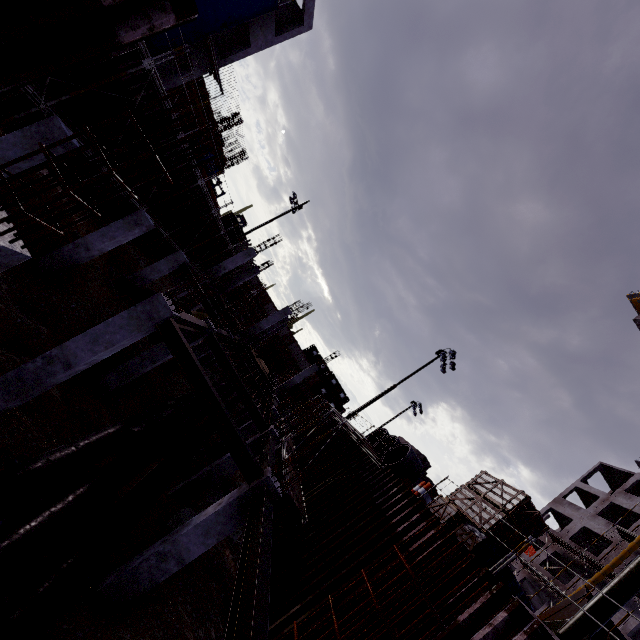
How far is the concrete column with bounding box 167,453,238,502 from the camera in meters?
11.7

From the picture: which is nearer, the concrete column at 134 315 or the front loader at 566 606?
the concrete column at 134 315

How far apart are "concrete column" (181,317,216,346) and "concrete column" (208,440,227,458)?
6.18m

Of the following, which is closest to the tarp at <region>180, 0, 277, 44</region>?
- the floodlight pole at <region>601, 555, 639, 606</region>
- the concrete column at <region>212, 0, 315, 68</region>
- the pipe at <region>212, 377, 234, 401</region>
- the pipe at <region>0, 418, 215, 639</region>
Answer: the concrete column at <region>212, 0, 315, 68</region>

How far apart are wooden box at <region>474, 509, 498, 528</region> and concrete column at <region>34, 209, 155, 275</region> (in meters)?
15.03

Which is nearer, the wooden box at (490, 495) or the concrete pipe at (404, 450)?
the wooden box at (490, 495)

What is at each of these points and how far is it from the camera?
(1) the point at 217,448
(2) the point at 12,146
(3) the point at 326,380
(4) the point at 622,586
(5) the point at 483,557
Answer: (1) concrete column, 16.7m
(2) concrete column, 7.5m
(3) cargo container, 57.3m
(4) floodlight pole, 6.3m
(5) wooden box, 9.0m

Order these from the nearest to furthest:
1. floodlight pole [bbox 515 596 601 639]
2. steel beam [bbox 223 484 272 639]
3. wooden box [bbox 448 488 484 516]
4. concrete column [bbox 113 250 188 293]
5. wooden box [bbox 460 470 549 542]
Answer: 1. steel beam [bbox 223 484 272 639]
2. floodlight pole [bbox 515 596 601 639]
3. wooden box [bbox 460 470 549 542]
4. wooden box [bbox 448 488 484 516]
5. concrete column [bbox 113 250 188 293]
